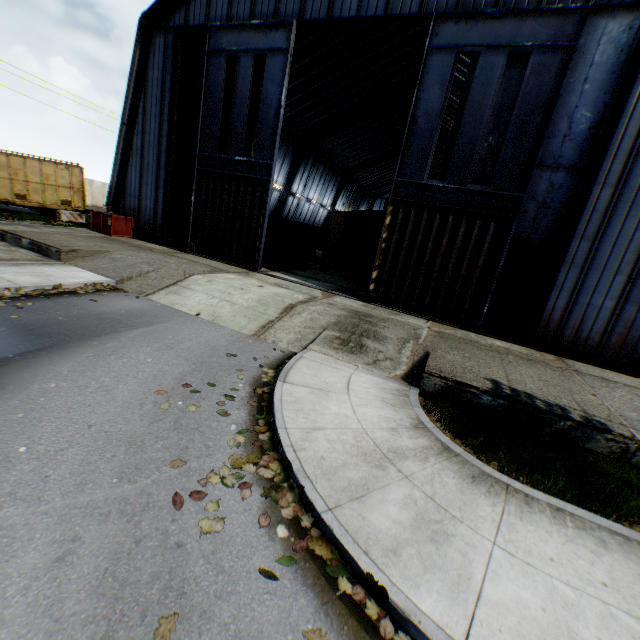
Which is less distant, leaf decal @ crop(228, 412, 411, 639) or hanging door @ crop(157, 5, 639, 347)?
leaf decal @ crop(228, 412, 411, 639)

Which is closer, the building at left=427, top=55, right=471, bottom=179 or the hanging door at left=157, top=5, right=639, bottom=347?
the hanging door at left=157, top=5, right=639, bottom=347

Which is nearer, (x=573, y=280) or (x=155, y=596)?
(x=155, y=596)

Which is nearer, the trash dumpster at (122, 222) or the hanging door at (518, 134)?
the hanging door at (518, 134)

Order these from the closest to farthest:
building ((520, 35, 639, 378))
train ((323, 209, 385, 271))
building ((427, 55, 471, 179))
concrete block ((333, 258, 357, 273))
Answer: building ((520, 35, 639, 378))
train ((323, 209, 385, 271))
building ((427, 55, 471, 179))
concrete block ((333, 258, 357, 273))

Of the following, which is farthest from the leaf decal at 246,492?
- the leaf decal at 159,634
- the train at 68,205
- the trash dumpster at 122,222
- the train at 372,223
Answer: the train at 68,205

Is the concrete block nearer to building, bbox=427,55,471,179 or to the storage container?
the storage container

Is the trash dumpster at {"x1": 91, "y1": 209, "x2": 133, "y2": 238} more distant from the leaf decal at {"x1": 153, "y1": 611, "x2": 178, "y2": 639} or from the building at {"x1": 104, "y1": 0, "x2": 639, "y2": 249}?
the leaf decal at {"x1": 153, "y1": 611, "x2": 178, "y2": 639}
